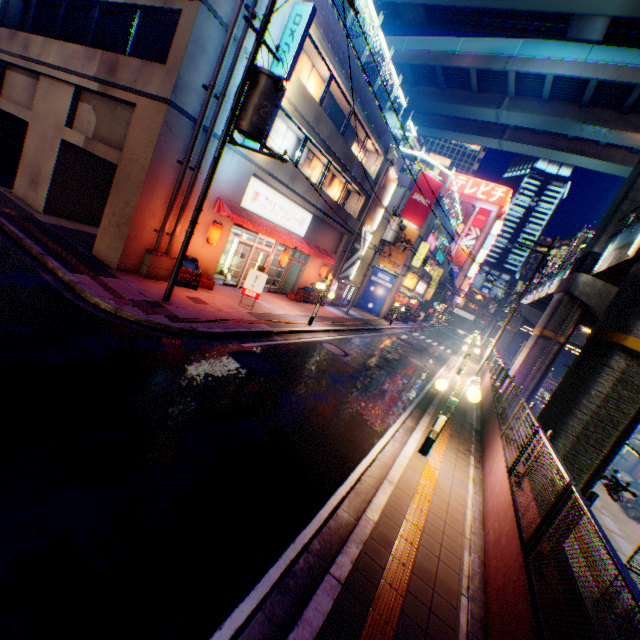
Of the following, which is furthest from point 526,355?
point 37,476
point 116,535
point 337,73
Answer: point 37,476

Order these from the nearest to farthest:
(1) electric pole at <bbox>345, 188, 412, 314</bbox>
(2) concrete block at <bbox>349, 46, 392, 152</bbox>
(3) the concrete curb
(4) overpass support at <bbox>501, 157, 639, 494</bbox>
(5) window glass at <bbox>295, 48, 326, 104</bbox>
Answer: (3) the concrete curb → (4) overpass support at <bbox>501, 157, 639, 494</bbox> → (5) window glass at <bbox>295, 48, 326, 104</bbox> → (2) concrete block at <bbox>349, 46, 392, 152</bbox> → (1) electric pole at <bbox>345, 188, 412, 314</bbox>

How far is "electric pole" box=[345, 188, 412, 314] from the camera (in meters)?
22.08

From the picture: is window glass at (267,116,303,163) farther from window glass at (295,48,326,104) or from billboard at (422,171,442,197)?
billboard at (422,171,442,197)

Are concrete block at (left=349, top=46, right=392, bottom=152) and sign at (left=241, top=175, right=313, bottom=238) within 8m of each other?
yes

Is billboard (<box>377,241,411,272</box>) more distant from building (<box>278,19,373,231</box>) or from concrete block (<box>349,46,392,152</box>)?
concrete block (<box>349,46,392,152</box>)

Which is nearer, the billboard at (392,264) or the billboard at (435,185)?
the billboard at (435,185)

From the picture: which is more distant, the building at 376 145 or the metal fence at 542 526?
the building at 376 145
